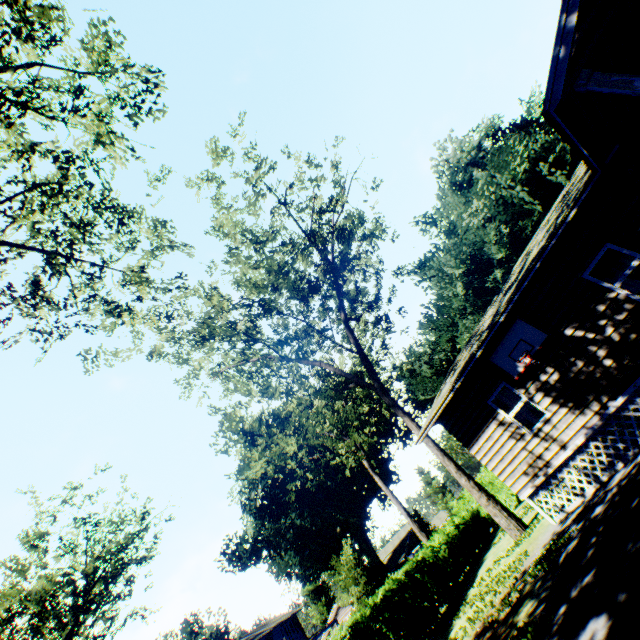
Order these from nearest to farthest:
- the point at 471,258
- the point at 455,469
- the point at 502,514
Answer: the point at 502,514
the point at 455,469
the point at 471,258

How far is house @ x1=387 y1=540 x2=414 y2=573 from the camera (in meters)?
56.66

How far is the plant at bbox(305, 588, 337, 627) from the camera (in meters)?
57.16

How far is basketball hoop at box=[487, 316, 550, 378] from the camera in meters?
9.8 m

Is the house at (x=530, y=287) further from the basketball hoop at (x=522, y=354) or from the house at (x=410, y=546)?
the house at (x=410, y=546)

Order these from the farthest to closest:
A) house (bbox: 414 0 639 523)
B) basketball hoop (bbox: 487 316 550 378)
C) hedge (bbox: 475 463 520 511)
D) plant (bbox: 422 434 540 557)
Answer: hedge (bbox: 475 463 520 511)
plant (bbox: 422 434 540 557)
basketball hoop (bbox: 487 316 550 378)
house (bbox: 414 0 639 523)

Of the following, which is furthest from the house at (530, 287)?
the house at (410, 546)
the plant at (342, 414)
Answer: the house at (410, 546)
